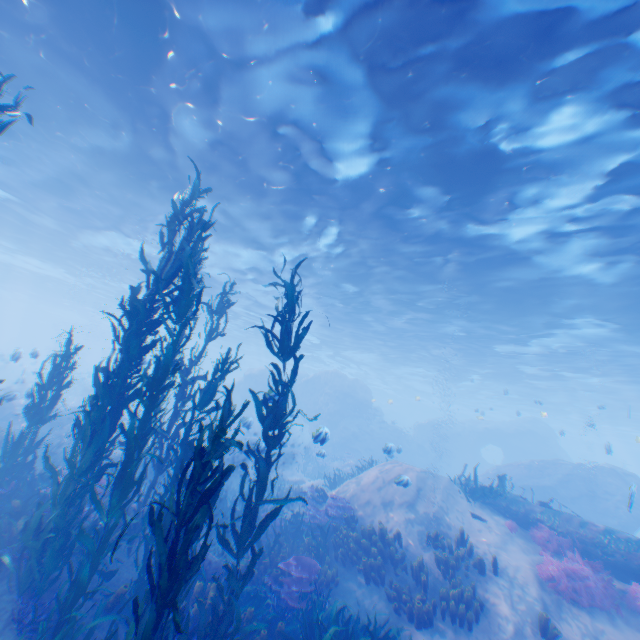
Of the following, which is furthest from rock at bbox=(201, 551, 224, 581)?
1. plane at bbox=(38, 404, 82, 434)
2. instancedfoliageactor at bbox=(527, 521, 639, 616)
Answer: instancedfoliageactor at bbox=(527, 521, 639, 616)

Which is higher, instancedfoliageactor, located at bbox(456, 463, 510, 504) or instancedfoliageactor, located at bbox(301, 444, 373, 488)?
instancedfoliageactor, located at bbox(456, 463, 510, 504)

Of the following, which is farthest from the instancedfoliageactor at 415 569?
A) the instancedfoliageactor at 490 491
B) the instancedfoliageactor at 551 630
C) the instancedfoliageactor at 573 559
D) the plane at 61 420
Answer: the instancedfoliageactor at 490 491

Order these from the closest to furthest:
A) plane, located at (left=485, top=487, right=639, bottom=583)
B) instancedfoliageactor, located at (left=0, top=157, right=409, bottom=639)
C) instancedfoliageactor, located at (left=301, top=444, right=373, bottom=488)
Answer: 1. instancedfoliageactor, located at (left=0, top=157, right=409, bottom=639)
2. plane, located at (left=485, top=487, right=639, bottom=583)
3. instancedfoliageactor, located at (left=301, top=444, right=373, bottom=488)

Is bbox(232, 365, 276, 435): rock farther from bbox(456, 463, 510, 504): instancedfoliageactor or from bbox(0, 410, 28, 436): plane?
bbox(456, 463, 510, 504): instancedfoliageactor

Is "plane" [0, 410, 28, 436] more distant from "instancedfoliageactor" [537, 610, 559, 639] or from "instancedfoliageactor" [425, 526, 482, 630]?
"instancedfoliageactor" [537, 610, 559, 639]

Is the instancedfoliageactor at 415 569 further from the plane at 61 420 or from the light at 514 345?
the light at 514 345

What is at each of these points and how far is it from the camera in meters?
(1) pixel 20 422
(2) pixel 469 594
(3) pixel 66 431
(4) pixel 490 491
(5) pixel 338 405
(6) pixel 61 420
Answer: (1) plane, 14.6
(2) instancedfoliageactor, 7.8
(3) rock, 12.3
(4) instancedfoliageactor, 11.7
(5) rock, 32.2
(6) plane, 17.4
